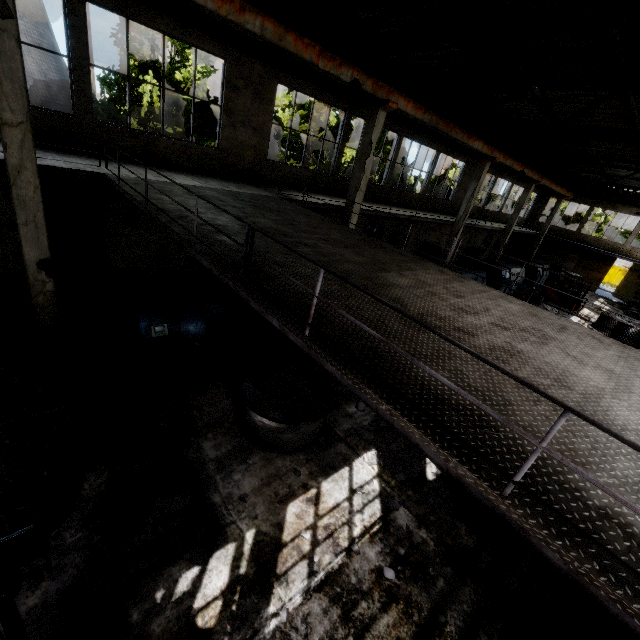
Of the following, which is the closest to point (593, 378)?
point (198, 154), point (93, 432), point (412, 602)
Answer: point (412, 602)

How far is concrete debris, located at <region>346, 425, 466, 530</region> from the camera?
6.3 meters

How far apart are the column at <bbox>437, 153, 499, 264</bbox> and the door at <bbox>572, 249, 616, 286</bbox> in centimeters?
2240cm

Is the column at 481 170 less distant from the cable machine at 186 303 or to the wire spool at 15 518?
the cable machine at 186 303

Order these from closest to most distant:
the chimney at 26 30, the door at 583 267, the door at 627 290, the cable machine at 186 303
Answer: the cable machine at 186 303, the door at 627 290, the door at 583 267, the chimney at 26 30

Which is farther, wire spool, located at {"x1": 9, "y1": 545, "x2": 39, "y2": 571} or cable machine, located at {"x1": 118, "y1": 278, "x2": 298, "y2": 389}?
cable machine, located at {"x1": 118, "y1": 278, "x2": 298, "y2": 389}

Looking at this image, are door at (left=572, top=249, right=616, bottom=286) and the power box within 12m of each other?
no

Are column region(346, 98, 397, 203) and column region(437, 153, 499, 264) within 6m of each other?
no
